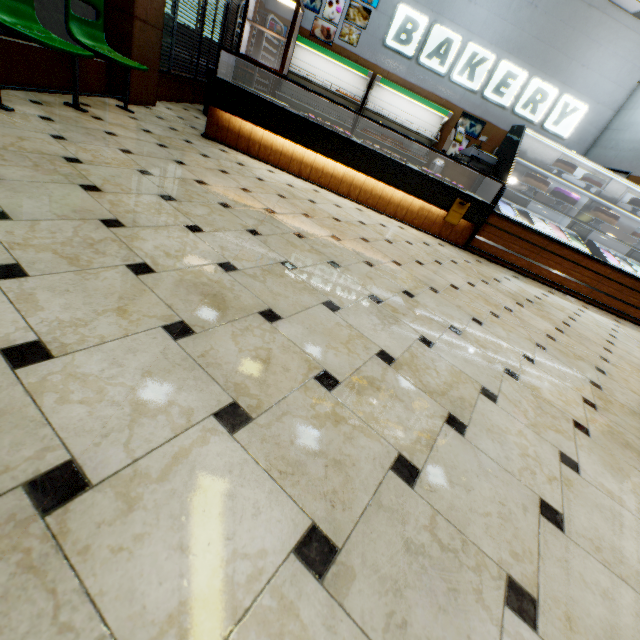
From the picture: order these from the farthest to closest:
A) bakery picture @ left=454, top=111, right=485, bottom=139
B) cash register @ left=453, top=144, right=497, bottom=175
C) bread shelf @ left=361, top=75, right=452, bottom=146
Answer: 1. bakery picture @ left=454, top=111, right=485, bottom=139
2. bread shelf @ left=361, top=75, right=452, bottom=146
3. cash register @ left=453, top=144, right=497, bottom=175

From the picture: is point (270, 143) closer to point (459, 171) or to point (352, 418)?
point (352, 418)

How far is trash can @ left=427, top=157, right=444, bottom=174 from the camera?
8.52m

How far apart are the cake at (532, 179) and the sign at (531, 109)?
4.8 meters

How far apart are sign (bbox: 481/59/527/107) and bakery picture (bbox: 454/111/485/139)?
0.4m

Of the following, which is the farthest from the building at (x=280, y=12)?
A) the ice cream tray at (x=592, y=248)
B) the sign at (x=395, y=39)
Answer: the ice cream tray at (x=592, y=248)

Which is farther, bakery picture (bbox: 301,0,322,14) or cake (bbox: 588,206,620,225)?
bakery picture (bbox: 301,0,322,14)

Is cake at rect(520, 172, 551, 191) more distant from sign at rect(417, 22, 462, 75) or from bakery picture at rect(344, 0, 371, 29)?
bakery picture at rect(344, 0, 371, 29)
